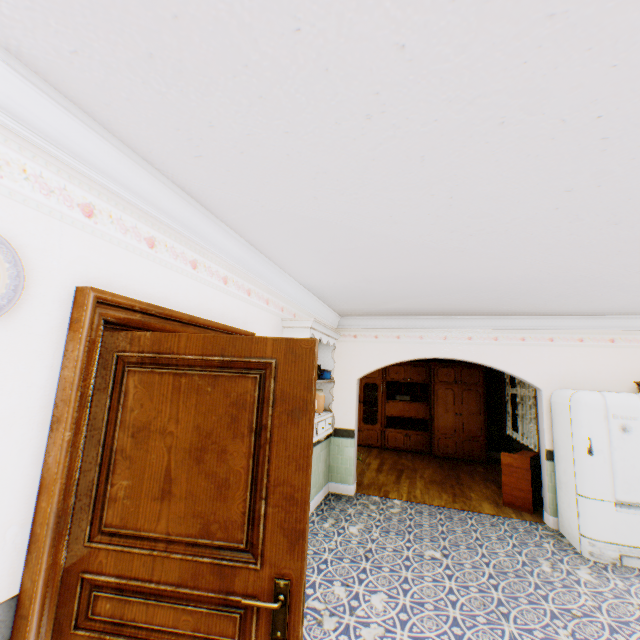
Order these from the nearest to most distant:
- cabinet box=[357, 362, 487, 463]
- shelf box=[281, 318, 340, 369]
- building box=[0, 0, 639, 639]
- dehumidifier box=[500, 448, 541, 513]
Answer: building box=[0, 0, 639, 639]
shelf box=[281, 318, 340, 369]
dehumidifier box=[500, 448, 541, 513]
cabinet box=[357, 362, 487, 463]

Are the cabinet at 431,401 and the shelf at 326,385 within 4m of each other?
no

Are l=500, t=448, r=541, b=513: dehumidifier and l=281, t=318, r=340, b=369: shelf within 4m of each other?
yes

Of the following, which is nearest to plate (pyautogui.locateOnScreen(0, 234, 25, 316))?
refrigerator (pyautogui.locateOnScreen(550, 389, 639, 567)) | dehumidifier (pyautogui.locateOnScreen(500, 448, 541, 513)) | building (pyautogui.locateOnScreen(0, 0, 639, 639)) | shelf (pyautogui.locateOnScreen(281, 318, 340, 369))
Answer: building (pyautogui.locateOnScreen(0, 0, 639, 639))

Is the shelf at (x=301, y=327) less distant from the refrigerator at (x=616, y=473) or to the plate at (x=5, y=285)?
the plate at (x=5, y=285)

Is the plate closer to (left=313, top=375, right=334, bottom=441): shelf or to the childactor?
the childactor

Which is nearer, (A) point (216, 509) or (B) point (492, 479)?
(A) point (216, 509)

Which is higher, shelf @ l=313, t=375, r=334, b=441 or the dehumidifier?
shelf @ l=313, t=375, r=334, b=441
